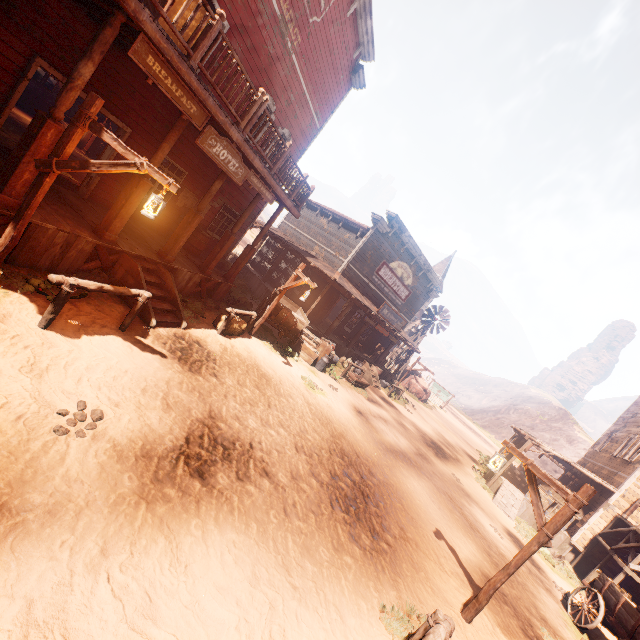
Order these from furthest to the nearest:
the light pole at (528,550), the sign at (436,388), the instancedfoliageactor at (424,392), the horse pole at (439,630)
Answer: the sign at (436,388) → the instancedfoliageactor at (424,392) → the light pole at (528,550) → the horse pole at (439,630)

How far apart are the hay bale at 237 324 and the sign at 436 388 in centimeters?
3321cm

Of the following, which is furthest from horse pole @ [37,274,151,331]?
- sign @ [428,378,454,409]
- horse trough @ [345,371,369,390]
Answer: sign @ [428,378,454,409]

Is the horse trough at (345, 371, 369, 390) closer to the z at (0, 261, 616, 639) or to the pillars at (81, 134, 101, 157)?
the z at (0, 261, 616, 639)

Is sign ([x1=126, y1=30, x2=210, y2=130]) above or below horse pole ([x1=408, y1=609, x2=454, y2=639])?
above

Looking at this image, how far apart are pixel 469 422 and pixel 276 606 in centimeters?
5756cm

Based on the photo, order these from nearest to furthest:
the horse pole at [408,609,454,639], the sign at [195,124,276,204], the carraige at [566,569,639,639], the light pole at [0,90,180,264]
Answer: the horse pole at [408,609,454,639]
the light pole at [0,90,180,264]
the sign at [195,124,276,204]
the carraige at [566,569,639,639]

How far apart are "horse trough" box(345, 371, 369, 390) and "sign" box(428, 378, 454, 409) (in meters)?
24.55
